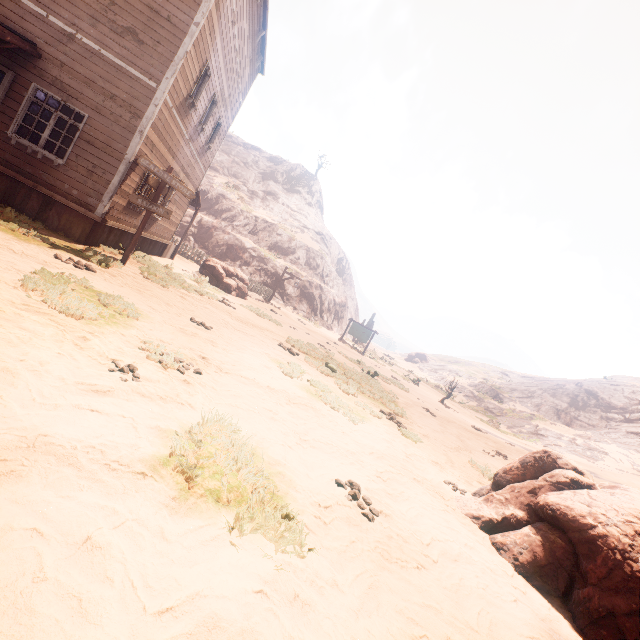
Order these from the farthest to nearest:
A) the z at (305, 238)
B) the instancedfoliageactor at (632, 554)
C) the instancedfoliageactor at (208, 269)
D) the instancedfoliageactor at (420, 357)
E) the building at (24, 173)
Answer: the instancedfoliageactor at (420, 357) < the instancedfoliageactor at (208, 269) < the building at (24, 173) < the instancedfoliageactor at (632, 554) < the z at (305, 238)

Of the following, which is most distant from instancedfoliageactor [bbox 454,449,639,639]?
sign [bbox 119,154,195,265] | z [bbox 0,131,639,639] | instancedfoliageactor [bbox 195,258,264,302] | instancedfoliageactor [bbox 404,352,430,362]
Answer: instancedfoliageactor [bbox 404,352,430,362]

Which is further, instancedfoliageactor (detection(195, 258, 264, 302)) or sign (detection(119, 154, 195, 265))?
instancedfoliageactor (detection(195, 258, 264, 302))

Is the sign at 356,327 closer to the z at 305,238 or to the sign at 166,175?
the z at 305,238

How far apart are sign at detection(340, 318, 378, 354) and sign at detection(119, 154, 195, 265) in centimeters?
1921cm

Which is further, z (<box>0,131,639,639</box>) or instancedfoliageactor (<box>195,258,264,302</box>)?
instancedfoliageactor (<box>195,258,264,302</box>)

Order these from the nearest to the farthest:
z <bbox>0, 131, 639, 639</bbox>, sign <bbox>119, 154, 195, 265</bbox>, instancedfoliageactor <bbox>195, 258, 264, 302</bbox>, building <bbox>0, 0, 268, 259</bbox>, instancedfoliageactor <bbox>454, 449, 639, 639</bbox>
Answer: z <bbox>0, 131, 639, 639</bbox>
instancedfoliageactor <bbox>454, 449, 639, 639</bbox>
building <bbox>0, 0, 268, 259</bbox>
sign <bbox>119, 154, 195, 265</bbox>
instancedfoliageactor <bbox>195, 258, 264, 302</bbox>

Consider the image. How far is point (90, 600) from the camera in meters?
1.6
